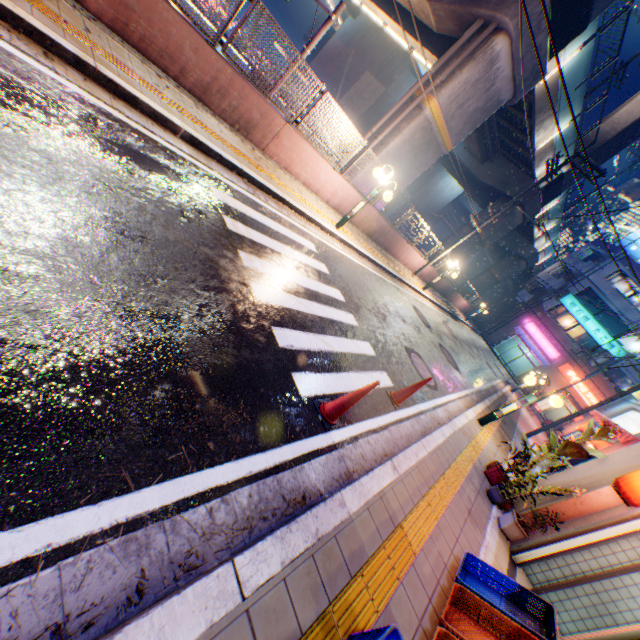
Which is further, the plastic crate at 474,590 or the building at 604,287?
the building at 604,287

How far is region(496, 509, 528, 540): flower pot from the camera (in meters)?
5.59

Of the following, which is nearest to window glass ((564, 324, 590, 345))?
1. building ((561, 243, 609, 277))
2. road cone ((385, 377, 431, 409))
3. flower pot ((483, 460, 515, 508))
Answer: building ((561, 243, 609, 277))

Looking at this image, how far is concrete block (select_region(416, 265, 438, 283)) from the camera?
20.4m

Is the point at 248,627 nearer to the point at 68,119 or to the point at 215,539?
the point at 215,539

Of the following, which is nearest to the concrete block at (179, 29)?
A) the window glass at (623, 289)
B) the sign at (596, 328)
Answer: the sign at (596, 328)

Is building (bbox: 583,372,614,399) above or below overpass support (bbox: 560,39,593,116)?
below

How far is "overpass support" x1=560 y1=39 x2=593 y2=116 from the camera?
14.0m
